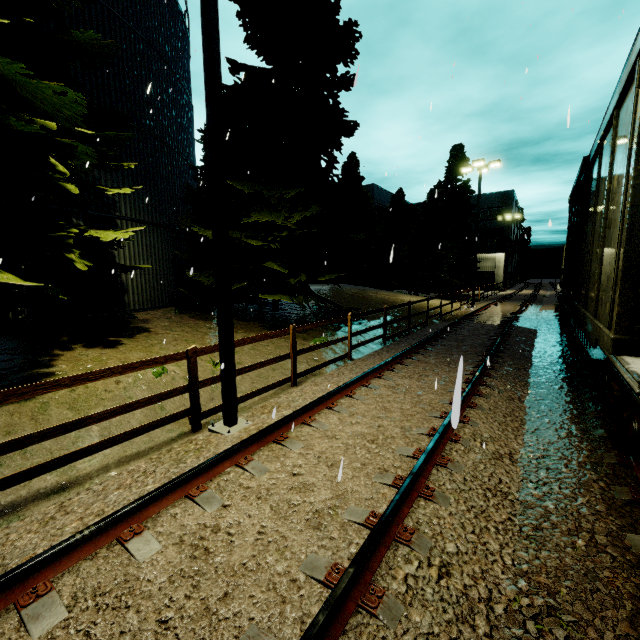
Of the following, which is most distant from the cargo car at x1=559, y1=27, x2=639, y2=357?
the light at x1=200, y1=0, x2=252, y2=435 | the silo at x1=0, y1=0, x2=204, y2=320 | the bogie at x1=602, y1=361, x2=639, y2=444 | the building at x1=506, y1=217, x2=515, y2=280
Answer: the building at x1=506, y1=217, x2=515, y2=280

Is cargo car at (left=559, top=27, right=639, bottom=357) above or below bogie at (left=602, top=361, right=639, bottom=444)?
above

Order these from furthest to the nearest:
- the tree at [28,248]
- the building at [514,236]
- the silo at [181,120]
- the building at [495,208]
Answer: the building at [514,236] → the building at [495,208] → the silo at [181,120] → the tree at [28,248]

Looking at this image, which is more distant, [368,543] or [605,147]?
[605,147]

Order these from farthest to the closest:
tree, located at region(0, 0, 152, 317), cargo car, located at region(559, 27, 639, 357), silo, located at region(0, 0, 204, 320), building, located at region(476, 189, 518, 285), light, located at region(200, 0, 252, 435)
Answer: building, located at region(476, 189, 518, 285)
silo, located at region(0, 0, 204, 320)
tree, located at region(0, 0, 152, 317)
light, located at region(200, 0, 252, 435)
cargo car, located at region(559, 27, 639, 357)

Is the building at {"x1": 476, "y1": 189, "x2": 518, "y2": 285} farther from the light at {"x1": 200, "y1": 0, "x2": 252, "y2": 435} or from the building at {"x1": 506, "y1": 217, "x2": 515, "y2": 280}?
the light at {"x1": 200, "y1": 0, "x2": 252, "y2": 435}

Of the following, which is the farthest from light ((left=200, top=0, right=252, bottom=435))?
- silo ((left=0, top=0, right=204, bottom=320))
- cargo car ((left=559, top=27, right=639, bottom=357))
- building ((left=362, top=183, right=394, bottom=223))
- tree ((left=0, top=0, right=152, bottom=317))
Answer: building ((left=362, top=183, right=394, bottom=223))

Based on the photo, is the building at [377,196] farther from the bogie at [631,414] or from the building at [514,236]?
the bogie at [631,414]
